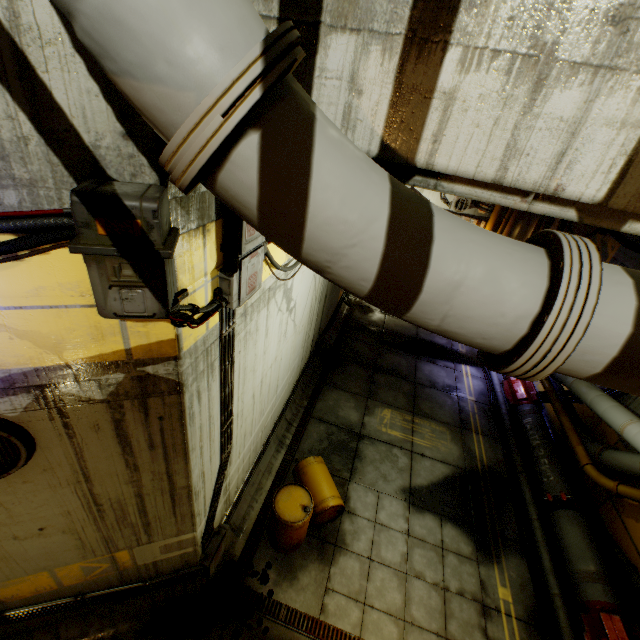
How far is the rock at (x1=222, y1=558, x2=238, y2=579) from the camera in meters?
5.9

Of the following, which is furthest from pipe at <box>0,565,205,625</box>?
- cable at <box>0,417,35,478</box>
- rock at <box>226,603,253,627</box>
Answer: cable at <box>0,417,35,478</box>

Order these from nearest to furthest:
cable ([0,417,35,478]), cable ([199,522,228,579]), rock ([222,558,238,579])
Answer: cable ([0,417,35,478])
cable ([199,522,228,579])
rock ([222,558,238,579])

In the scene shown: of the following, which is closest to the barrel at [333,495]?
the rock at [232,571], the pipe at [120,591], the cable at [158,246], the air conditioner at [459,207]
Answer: the rock at [232,571]

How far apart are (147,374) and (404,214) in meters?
2.7 m

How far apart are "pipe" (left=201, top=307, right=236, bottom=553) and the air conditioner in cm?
1659

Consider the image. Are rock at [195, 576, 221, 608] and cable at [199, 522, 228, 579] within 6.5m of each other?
yes

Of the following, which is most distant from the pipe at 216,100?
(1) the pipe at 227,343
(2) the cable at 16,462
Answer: (2) the cable at 16,462
